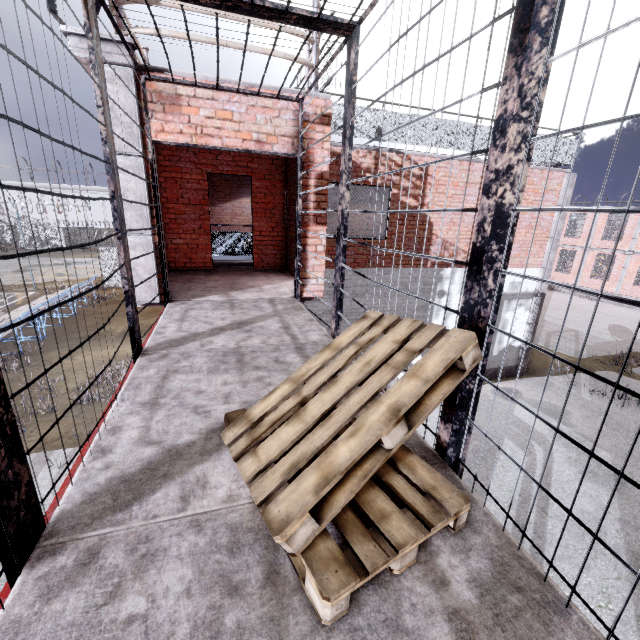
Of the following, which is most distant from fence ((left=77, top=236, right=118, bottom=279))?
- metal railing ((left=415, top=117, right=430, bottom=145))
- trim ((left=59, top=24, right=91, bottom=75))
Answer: metal railing ((left=415, top=117, right=430, bottom=145))

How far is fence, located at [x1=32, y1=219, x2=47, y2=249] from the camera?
39.9m

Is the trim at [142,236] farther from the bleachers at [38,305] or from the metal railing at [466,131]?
the bleachers at [38,305]

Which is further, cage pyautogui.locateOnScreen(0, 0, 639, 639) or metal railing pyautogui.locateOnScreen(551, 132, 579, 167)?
metal railing pyautogui.locateOnScreen(551, 132, 579, 167)

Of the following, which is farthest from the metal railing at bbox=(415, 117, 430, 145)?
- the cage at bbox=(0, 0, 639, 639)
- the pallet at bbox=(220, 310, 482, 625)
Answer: the pallet at bbox=(220, 310, 482, 625)

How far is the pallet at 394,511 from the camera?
1.2 meters

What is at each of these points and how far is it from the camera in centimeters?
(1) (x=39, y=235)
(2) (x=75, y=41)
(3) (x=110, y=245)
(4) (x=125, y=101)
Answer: (1) fence, 4034cm
(2) trim, 366cm
(3) fence, 4291cm
(4) trim, 401cm

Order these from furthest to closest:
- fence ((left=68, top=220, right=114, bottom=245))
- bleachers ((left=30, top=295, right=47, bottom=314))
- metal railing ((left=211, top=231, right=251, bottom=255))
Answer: fence ((left=68, top=220, right=114, bottom=245)) → bleachers ((left=30, top=295, right=47, bottom=314)) → metal railing ((left=211, top=231, right=251, bottom=255))
